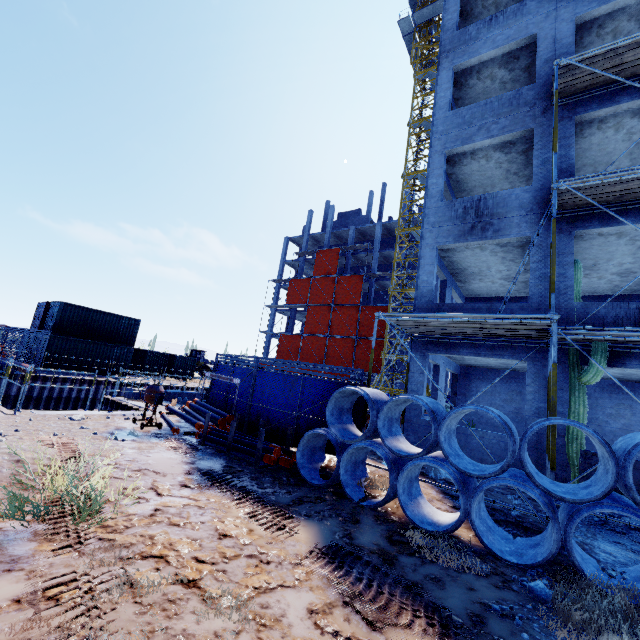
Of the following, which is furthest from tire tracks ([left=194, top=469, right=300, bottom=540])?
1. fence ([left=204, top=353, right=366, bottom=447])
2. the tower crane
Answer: the tower crane

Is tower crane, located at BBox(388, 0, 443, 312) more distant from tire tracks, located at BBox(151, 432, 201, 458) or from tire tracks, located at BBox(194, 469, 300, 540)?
tire tracks, located at BBox(194, 469, 300, 540)

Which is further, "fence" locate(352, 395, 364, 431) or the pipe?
"fence" locate(352, 395, 364, 431)

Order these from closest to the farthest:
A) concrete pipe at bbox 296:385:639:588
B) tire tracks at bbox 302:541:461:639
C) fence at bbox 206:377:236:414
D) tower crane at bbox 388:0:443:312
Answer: tire tracks at bbox 302:541:461:639
concrete pipe at bbox 296:385:639:588
fence at bbox 206:377:236:414
tower crane at bbox 388:0:443:312

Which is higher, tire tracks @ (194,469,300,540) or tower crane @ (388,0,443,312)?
tower crane @ (388,0,443,312)

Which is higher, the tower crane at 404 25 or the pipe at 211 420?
the tower crane at 404 25

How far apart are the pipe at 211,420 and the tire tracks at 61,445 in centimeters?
272cm

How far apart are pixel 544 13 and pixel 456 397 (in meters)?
16.33
